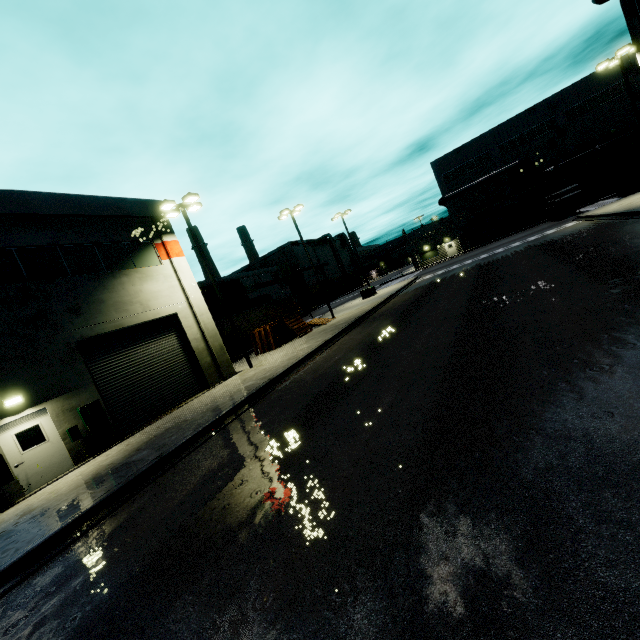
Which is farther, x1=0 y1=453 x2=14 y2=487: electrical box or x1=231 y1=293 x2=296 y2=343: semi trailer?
x1=231 y1=293 x2=296 y2=343: semi trailer

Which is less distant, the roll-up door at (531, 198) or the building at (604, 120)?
the building at (604, 120)

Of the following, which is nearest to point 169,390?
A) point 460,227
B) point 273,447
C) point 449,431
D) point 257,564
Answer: point 273,447

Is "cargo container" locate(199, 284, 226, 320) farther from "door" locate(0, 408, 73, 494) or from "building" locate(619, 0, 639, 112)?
"door" locate(0, 408, 73, 494)

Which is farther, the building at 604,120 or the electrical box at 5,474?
the building at 604,120

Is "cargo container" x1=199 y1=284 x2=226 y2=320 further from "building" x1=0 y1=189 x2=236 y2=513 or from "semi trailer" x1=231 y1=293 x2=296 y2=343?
"building" x1=0 y1=189 x2=236 y2=513

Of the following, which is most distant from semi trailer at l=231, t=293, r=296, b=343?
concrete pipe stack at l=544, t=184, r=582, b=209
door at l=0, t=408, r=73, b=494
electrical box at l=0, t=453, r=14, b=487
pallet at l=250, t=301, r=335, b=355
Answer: electrical box at l=0, t=453, r=14, b=487

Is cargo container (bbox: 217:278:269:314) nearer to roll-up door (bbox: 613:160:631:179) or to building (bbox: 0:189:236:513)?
roll-up door (bbox: 613:160:631:179)
